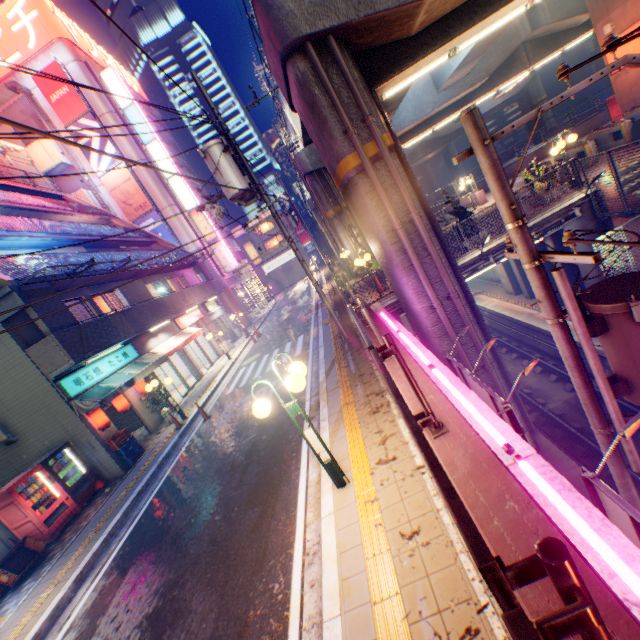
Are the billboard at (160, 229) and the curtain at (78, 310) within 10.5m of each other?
no

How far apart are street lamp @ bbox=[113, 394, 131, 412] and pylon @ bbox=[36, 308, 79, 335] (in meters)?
2.62

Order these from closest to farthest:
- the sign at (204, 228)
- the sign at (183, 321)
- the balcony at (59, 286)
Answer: the balcony at (59, 286) < the sign at (183, 321) < the sign at (204, 228)

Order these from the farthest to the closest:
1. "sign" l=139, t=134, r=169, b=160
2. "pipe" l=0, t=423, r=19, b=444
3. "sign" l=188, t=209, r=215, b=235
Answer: "sign" l=188, t=209, r=215, b=235 < "sign" l=139, t=134, r=169, b=160 < "pipe" l=0, t=423, r=19, b=444

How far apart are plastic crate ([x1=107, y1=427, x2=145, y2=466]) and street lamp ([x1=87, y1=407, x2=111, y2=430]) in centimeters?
46cm

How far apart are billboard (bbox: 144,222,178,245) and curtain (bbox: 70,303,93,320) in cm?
1619

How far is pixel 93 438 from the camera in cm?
1140

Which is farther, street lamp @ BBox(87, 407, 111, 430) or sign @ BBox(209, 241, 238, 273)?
sign @ BBox(209, 241, 238, 273)
